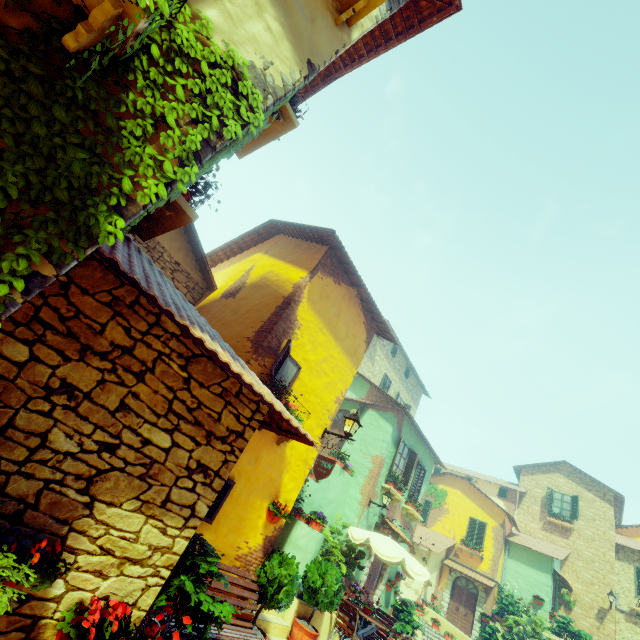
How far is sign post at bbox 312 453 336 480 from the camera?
6.40m

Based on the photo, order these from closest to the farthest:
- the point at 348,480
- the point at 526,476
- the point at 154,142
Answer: the point at 154,142, the point at 348,480, the point at 526,476

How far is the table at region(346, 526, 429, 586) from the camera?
8.70m

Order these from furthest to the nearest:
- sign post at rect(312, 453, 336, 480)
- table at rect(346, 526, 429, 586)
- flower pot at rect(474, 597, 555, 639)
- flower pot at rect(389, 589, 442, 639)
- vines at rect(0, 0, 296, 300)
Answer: flower pot at rect(474, 597, 555, 639), flower pot at rect(389, 589, 442, 639), table at rect(346, 526, 429, 586), sign post at rect(312, 453, 336, 480), vines at rect(0, 0, 296, 300)

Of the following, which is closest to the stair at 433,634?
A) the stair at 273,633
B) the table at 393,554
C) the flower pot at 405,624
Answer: the flower pot at 405,624

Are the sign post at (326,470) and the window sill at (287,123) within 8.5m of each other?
yes

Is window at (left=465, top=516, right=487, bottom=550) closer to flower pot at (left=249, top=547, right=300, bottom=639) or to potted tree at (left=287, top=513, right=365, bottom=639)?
potted tree at (left=287, top=513, right=365, bottom=639)

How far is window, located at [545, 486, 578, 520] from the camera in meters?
22.2 m
